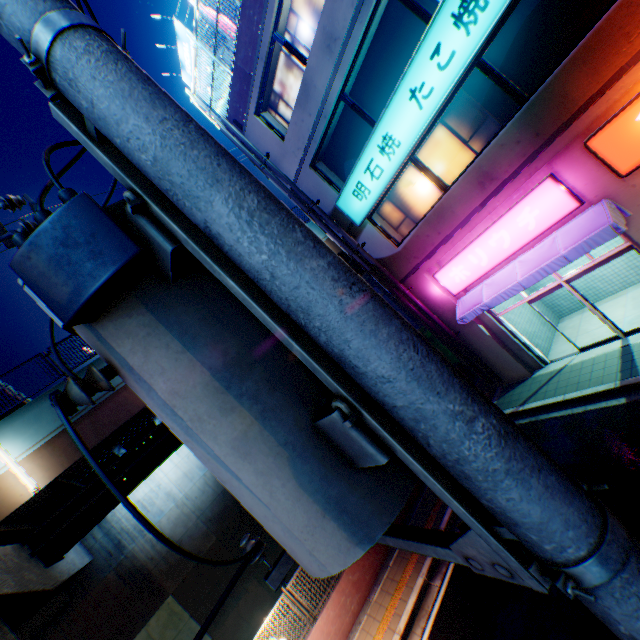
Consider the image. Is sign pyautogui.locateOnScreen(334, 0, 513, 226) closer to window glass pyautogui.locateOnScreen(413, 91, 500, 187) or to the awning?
window glass pyautogui.locateOnScreen(413, 91, 500, 187)

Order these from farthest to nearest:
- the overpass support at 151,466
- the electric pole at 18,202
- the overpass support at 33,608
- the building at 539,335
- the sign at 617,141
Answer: the overpass support at 151,466
the building at 539,335
the overpass support at 33,608
the sign at 617,141
the electric pole at 18,202

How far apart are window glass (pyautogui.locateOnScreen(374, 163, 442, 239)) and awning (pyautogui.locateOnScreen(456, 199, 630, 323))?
3.0 meters

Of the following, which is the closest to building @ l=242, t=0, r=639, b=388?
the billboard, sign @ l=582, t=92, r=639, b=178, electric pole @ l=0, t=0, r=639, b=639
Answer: sign @ l=582, t=92, r=639, b=178

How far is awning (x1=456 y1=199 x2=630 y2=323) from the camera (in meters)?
7.66

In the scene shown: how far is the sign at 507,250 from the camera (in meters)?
8.25

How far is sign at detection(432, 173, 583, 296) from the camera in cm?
825

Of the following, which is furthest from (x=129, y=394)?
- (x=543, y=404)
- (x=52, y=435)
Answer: (x=543, y=404)
